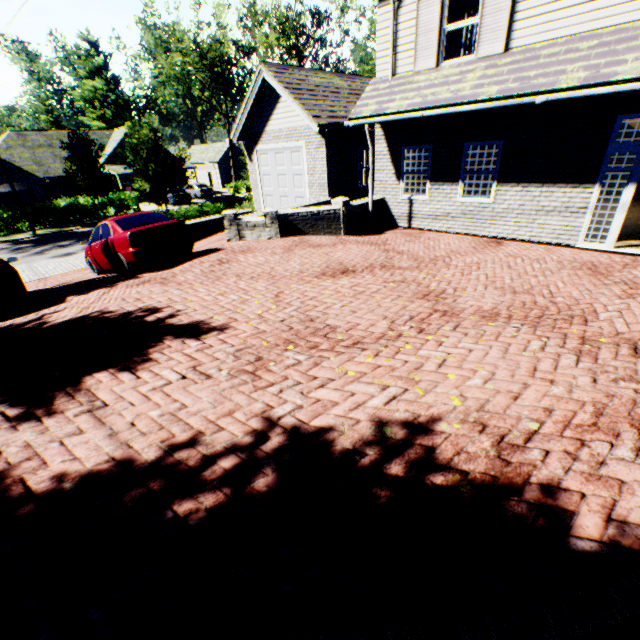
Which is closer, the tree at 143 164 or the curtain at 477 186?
the curtain at 477 186

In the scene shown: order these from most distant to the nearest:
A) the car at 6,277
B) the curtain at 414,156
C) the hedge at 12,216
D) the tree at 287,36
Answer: the tree at 287,36 < the hedge at 12,216 < the curtain at 414,156 < the car at 6,277

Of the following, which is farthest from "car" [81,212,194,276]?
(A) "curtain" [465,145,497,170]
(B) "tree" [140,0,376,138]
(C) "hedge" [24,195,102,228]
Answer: (C) "hedge" [24,195,102,228]

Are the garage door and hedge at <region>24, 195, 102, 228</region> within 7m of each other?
no

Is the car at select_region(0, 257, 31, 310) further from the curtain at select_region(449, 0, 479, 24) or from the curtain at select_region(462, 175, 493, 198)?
the curtain at select_region(449, 0, 479, 24)

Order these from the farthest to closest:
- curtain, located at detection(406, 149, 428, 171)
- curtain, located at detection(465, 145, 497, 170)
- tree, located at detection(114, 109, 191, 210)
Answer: tree, located at detection(114, 109, 191, 210) < curtain, located at detection(406, 149, 428, 171) < curtain, located at detection(465, 145, 497, 170)

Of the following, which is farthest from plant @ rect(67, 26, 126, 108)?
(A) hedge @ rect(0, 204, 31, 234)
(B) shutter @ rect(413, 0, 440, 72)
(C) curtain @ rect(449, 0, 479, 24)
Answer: (C) curtain @ rect(449, 0, 479, 24)

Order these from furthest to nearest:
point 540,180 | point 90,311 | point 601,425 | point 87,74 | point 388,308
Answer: point 87,74
point 540,180
point 90,311
point 388,308
point 601,425
